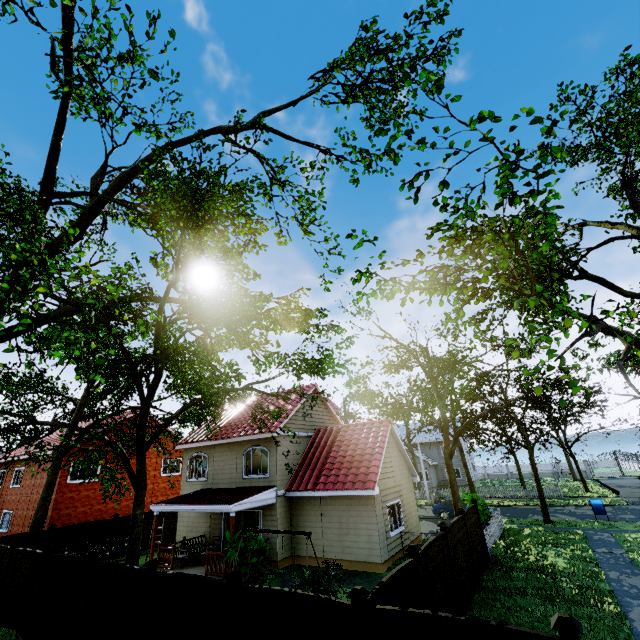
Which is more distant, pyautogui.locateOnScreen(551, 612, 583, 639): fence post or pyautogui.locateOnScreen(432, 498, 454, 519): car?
pyautogui.locateOnScreen(432, 498, 454, 519): car

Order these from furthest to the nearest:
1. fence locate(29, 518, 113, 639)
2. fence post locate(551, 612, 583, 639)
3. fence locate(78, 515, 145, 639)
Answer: fence locate(29, 518, 113, 639), fence locate(78, 515, 145, 639), fence post locate(551, 612, 583, 639)

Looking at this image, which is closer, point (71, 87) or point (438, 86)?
point (438, 86)

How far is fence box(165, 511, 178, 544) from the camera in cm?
2211

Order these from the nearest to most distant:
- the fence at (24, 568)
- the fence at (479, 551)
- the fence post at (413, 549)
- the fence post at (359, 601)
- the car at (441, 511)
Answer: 1. the fence post at (359, 601)
2. the fence post at (413, 549)
3. the fence at (24, 568)
4. the fence at (479, 551)
5. the car at (441, 511)

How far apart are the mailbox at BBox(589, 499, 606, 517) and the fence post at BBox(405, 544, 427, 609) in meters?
21.2 m

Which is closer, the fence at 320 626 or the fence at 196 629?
the fence at 320 626

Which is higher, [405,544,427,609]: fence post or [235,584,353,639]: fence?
[405,544,427,609]: fence post
